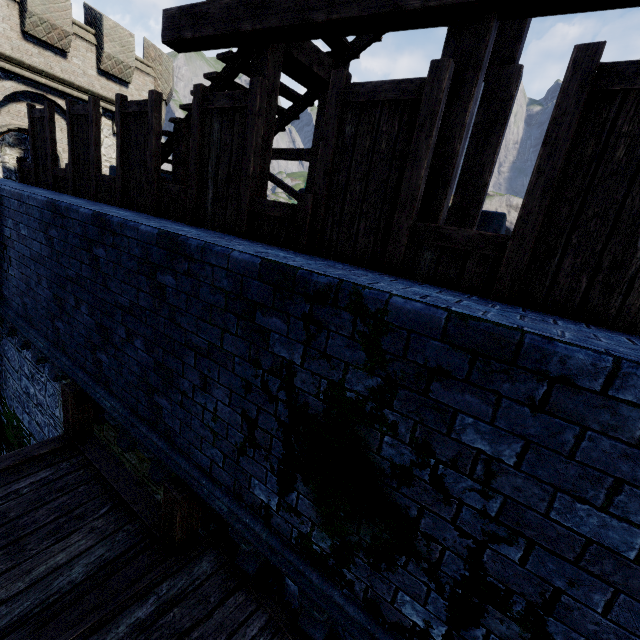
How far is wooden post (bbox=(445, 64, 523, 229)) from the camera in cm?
386

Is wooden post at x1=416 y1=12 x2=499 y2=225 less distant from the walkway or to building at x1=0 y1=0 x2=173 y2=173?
the walkway

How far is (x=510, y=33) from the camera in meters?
3.8 m

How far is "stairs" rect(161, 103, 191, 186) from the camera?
5.4m

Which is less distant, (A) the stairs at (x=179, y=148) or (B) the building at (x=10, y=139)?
(A) the stairs at (x=179, y=148)

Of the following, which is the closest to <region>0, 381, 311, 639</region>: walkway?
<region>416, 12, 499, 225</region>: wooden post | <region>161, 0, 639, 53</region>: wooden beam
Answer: <region>416, 12, 499, 225</region>: wooden post

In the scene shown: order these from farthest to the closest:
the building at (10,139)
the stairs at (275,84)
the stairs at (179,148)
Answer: the building at (10,139) < the stairs at (179,148) < the stairs at (275,84)

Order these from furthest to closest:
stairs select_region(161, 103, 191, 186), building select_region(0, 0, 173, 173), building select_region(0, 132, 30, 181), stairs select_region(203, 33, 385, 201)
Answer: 1. building select_region(0, 132, 30, 181)
2. building select_region(0, 0, 173, 173)
3. stairs select_region(161, 103, 191, 186)
4. stairs select_region(203, 33, 385, 201)
